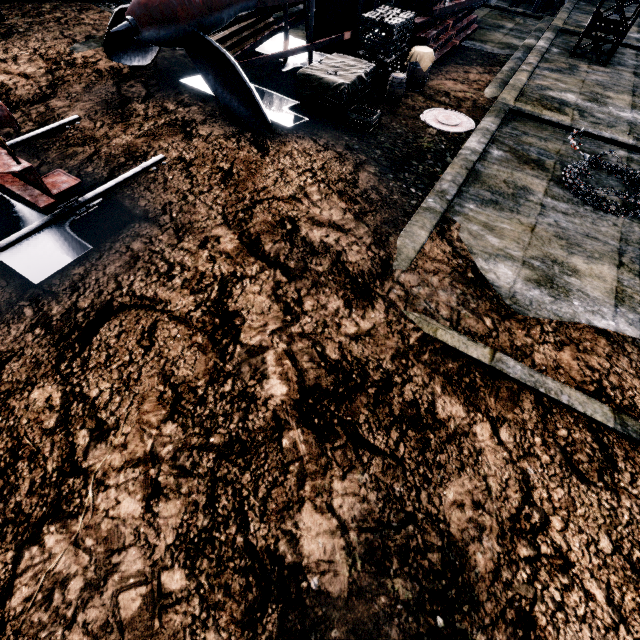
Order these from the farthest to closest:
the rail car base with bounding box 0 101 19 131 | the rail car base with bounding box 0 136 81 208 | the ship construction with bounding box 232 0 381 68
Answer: the ship construction with bounding box 232 0 381 68 → the rail car base with bounding box 0 101 19 131 → the rail car base with bounding box 0 136 81 208

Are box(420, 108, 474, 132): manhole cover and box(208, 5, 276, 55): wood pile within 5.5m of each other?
no

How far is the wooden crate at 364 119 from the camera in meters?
9.1 m

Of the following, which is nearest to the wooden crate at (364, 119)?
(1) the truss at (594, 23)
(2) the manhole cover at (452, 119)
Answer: (2) the manhole cover at (452, 119)

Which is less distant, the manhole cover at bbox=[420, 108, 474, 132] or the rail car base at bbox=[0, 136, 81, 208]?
the rail car base at bbox=[0, 136, 81, 208]

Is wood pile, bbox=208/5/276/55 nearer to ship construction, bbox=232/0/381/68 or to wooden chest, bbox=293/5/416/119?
ship construction, bbox=232/0/381/68

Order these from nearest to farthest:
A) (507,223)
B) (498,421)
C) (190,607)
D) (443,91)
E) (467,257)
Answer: A: (190,607) → (498,421) → (467,257) → (507,223) → (443,91)

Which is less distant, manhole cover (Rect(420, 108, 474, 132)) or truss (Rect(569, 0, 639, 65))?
manhole cover (Rect(420, 108, 474, 132))
